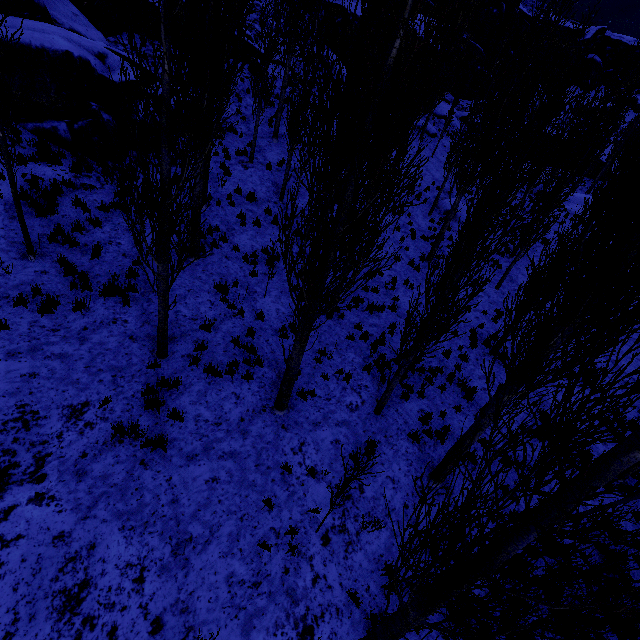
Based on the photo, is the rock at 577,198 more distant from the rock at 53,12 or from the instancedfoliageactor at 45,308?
the rock at 53,12

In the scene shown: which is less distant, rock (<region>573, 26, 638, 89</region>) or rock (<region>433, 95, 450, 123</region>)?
rock (<region>433, 95, 450, 123</region>)

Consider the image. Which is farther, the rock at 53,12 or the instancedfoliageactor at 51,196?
the rock at 53,12

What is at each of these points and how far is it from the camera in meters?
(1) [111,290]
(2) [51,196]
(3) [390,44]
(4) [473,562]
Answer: (1) instancedfoliageactor, 8.3
(2) instancedfoliageactor, 9.4
(3) instancedfoliageactor, 4.2
(4) instancedfoliageactor, 2.8

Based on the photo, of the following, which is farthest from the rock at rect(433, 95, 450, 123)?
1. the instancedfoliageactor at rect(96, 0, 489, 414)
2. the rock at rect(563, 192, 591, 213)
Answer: the rock at rect(563, 192, 591, 213)

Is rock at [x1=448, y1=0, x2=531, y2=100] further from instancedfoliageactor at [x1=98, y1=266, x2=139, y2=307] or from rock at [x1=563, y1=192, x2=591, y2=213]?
rock at [x1=563, y1=192, x2=591, y2=213]

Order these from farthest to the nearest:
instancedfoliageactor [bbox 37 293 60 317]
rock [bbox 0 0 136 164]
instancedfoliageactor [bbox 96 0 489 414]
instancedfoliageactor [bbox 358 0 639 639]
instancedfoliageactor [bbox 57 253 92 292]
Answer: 1. rock [bbox 0 0 136 164]
2. instancedfoliageactor [bbox 57 253 92 292]
3. instancedfoliageactor [bbox 37 293 60 317]
4. instancedfoliageactor [bbox 96 0 489 414]
5. instancedfoliageactor [bbox 358 0 639 639]
